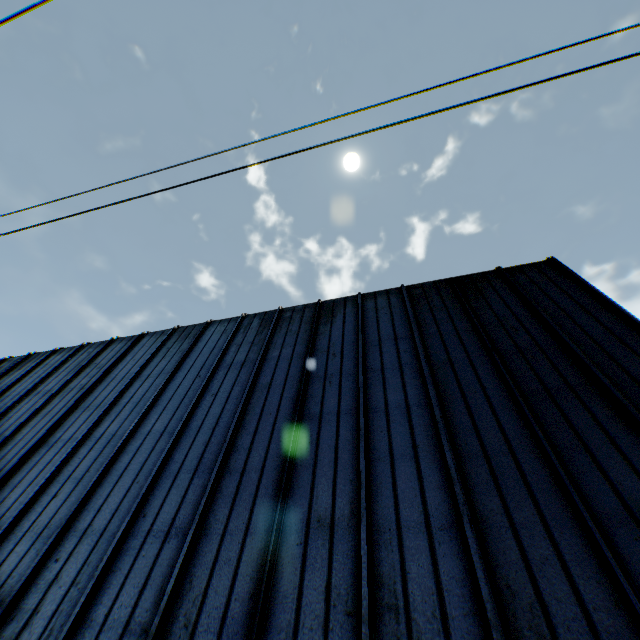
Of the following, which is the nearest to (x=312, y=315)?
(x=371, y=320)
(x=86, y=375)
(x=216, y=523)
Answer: (x=371, y=320)
